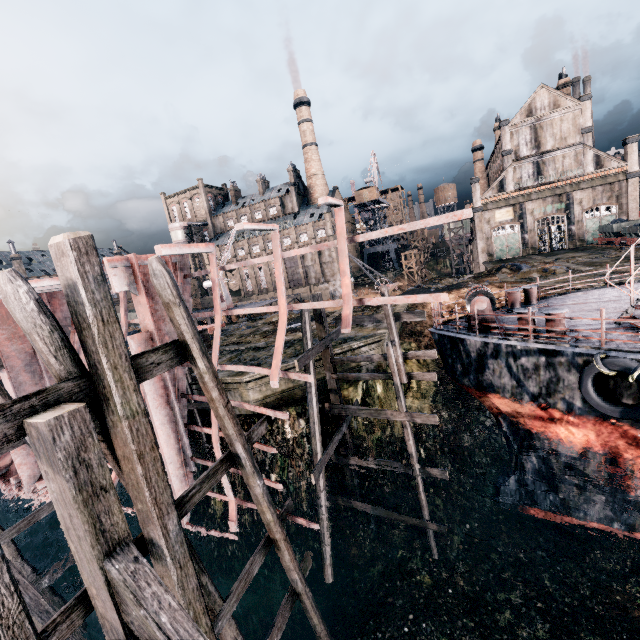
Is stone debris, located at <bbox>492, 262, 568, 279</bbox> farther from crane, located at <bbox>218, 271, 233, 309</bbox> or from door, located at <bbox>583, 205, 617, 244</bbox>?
crane, located at <bbox>218, 271, 233, 309</bbox>

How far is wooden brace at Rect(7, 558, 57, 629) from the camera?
8.3 meters

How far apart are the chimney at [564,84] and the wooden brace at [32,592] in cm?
7049

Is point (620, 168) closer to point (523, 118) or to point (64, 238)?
point (523, 118)

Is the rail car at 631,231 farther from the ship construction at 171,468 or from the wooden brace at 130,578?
the wooden brace at 130,578

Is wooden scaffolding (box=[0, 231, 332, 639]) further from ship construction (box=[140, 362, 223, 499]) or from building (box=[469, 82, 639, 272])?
building (box=[469, 82, 639, 272])

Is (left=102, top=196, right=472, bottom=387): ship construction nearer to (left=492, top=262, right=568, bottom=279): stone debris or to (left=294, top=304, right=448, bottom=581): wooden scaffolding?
(left=294, top=304, right=448, bottom=581): wooden scaffolding

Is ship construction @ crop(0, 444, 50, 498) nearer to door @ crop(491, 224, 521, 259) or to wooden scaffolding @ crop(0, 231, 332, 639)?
wooden scaffolding @ crop(0, 231, 332, 639)
